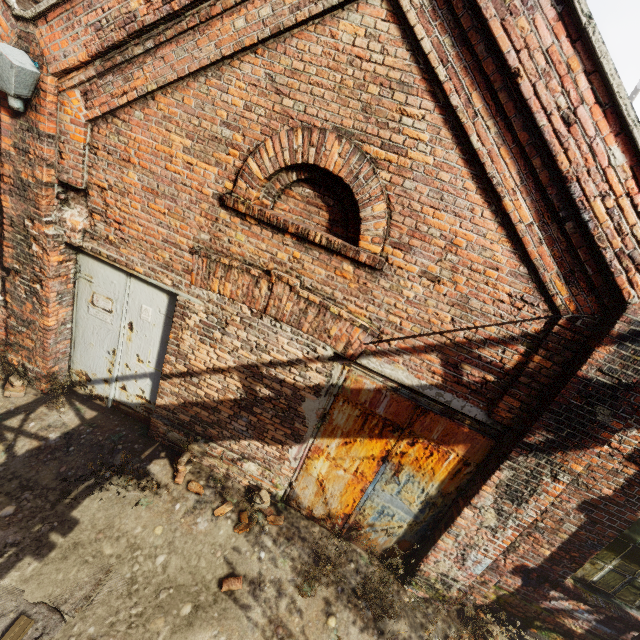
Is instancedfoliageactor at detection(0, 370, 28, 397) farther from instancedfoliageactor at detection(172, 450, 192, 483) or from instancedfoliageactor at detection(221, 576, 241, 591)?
instancedfoliageactor at detection(221, 576, 241, 591)

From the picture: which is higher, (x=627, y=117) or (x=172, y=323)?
(x=627, y=117)

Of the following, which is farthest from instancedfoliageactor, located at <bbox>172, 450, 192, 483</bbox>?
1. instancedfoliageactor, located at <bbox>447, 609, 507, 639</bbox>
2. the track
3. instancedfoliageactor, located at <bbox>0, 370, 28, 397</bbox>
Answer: the track

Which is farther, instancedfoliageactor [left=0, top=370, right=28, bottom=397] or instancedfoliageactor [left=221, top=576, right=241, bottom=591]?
instancedfoliageactor [left=0, top=370, right=28, bottom=397]

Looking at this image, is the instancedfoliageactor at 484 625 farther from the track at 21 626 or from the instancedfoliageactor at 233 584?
the track at 21 626

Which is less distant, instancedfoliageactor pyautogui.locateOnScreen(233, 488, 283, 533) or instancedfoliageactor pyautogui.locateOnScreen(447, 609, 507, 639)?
instancedfoliageactor pyautogui.locateOnScreen(447, 609, 507, 639)

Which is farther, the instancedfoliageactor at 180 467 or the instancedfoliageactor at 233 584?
the instancedfoliageactor at 180 467

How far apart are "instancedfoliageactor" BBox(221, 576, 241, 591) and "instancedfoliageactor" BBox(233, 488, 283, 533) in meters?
0.5
